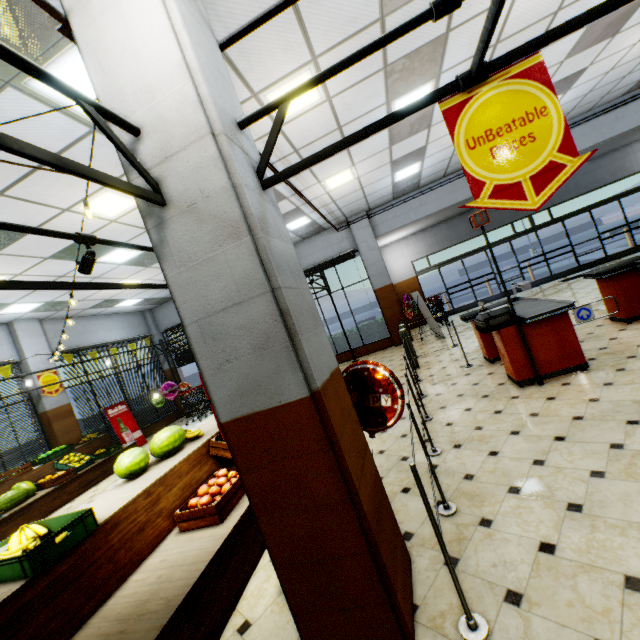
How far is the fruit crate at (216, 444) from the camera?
4.1 meters

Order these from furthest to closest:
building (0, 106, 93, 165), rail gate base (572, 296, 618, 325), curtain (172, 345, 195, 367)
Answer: curtain (172, 345, 195, 367), rail gate base (572, 296, 618, 325), building (0, 106, 93, 165)

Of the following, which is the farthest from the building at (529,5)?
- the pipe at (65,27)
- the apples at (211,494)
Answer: the apples at (211,494)

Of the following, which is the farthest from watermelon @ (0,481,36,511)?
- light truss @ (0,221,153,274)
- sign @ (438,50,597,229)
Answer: sign @ (438,50,597,229)

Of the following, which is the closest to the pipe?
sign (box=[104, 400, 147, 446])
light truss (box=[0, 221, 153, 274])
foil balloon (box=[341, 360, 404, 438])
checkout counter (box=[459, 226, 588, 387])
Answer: light truss (box=[0, 221, 153, 274])

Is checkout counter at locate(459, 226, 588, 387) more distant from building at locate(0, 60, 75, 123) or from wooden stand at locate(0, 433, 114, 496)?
wooden stand at locate(0, 433, 114, 496)

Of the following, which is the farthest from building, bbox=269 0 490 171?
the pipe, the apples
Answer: the apples

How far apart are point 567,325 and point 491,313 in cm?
95
